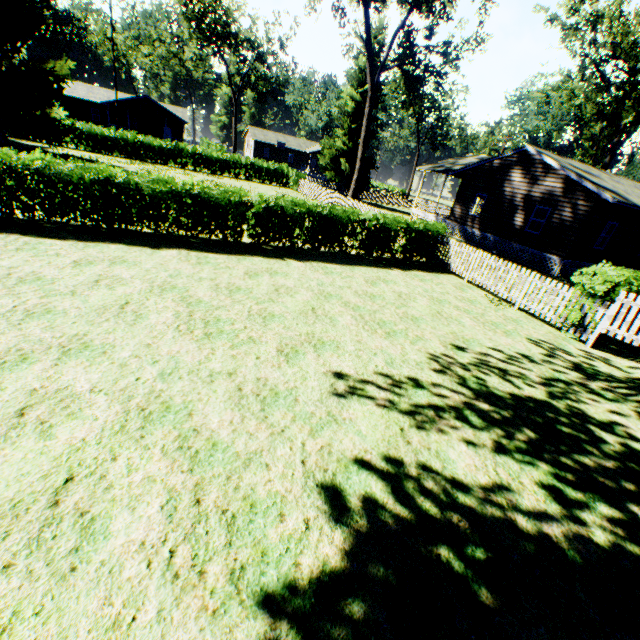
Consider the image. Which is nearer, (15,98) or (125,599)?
(125,599)

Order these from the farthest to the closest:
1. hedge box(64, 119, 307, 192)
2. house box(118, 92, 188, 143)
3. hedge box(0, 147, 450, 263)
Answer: house box(118, 92, 188, 143), hedge box(64, 119, 307, 192), hedge box(0, 147, 450, 263)

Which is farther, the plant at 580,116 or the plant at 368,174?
the plant at 368,174

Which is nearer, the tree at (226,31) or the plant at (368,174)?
the plant at (368,174)

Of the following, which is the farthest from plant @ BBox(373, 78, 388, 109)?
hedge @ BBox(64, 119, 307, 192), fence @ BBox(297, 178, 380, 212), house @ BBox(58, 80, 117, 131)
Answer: house @ BBox(58, 80, 117, 131)

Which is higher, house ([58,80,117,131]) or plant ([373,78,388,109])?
plant ([373,78,388,109])

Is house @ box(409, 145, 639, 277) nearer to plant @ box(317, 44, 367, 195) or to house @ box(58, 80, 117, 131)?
plant @ box(317, 44, 367, 195)

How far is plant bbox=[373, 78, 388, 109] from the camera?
32.2 meters
